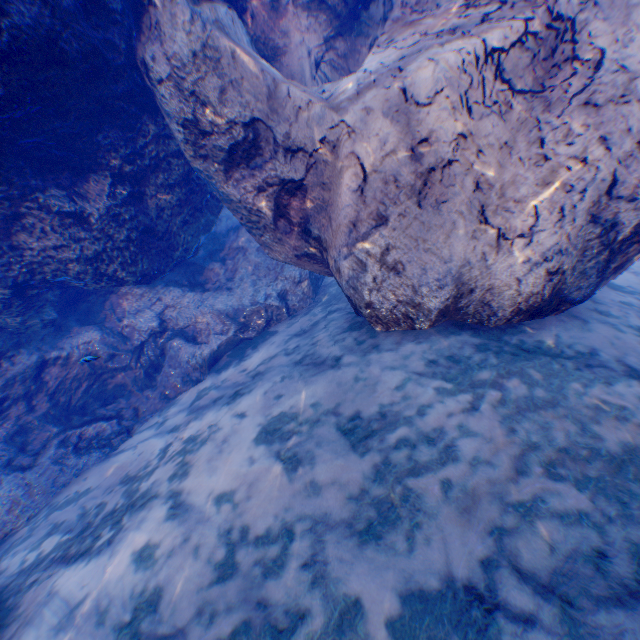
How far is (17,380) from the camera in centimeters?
501cm
